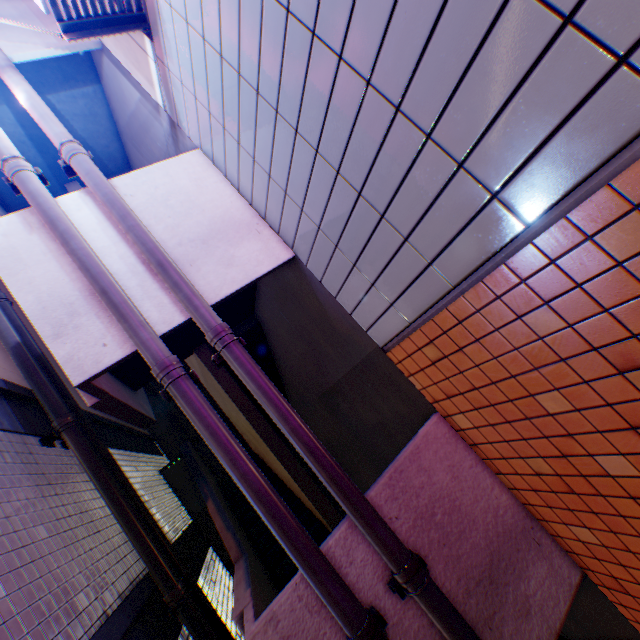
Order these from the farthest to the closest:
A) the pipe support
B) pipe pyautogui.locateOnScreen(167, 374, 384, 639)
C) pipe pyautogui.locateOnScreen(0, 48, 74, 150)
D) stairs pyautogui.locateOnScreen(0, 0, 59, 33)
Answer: stairs pyautogui.locateOnScreen(0, 0, 59, 33), pipe pyautogui.locateOnScreen(0, 48, 74, 150), the pipe support, pipe pyautogui.locateOnScreen(167, 374, 384, 639)

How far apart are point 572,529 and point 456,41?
4.1 meters

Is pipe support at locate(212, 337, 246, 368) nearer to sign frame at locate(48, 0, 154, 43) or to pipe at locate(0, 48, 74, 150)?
pipe at locate(0, 48, 74, 150)

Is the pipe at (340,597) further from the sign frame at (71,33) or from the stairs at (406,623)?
the sign frame at (71,33)

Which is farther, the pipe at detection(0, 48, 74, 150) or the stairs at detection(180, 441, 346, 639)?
the pipe at detection(0, 48, 74, 150)

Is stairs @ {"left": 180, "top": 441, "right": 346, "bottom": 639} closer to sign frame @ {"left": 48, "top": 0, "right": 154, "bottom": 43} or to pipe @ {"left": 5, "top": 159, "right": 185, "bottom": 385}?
pipe @ {"left": 5, "top": 159, "right": 185, "bottom": 385}

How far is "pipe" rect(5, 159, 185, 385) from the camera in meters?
2.8 m

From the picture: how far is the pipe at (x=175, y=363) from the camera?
2.78m
